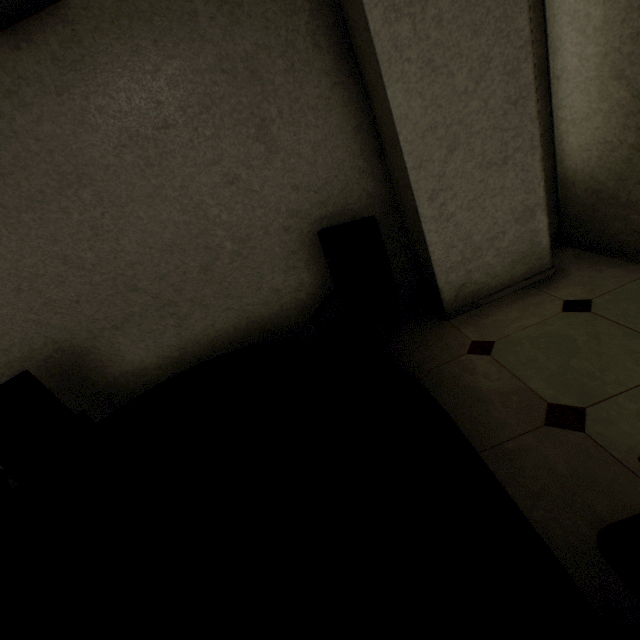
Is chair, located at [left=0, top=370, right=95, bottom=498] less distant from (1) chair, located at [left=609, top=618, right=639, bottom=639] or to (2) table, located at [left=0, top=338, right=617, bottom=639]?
(2) table, located at [left=0, top=338, right=617, bottom=639]

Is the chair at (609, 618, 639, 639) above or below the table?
below

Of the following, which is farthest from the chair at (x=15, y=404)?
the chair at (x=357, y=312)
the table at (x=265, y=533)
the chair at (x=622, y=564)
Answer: the chair at (x=622, y=564)

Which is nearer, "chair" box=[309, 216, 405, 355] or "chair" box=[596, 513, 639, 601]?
"chair" box=[596, 513, 639, 601]

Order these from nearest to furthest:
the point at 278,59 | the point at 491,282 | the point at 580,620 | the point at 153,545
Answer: the point at 580,620, the point at 153,545, the point at 278,59, the point at 491,282

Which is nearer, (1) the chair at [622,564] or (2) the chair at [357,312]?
(1) the chair at [622,564]

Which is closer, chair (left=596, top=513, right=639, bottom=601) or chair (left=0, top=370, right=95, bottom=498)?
chair (left=596, top=513, right=639, bottom=601)

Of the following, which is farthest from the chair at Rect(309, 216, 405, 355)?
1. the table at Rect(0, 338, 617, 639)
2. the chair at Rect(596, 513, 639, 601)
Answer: the chair at Rect(596, 513, 639, 601)
